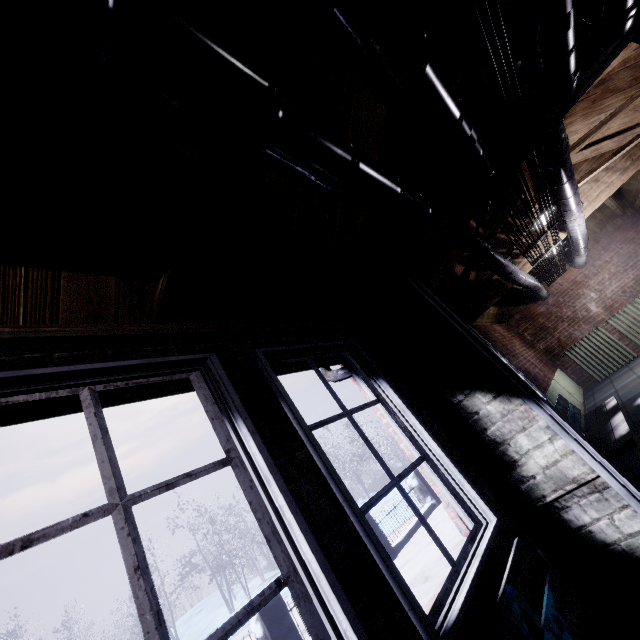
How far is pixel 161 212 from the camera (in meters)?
1.26

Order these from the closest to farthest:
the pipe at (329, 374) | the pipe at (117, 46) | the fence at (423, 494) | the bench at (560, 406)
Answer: the pipe at (117, 46), the pipe at (329, 374), the bench at (560, 406), the fence at (423, 494)

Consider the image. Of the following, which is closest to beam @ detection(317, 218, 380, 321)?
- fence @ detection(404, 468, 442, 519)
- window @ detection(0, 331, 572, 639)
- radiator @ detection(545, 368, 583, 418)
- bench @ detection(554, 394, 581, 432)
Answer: window @ detection(0, 331, 572, 639)

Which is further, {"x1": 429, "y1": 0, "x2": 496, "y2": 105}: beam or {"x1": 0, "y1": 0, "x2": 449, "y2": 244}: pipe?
{"x1": 429, "y1": 0, "x2": 496, "y2": 105}: beam

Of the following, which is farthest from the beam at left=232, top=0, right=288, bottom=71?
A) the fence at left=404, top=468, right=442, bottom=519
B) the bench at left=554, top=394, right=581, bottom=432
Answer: the fence at left=404, top=468, right=442, bottom=519

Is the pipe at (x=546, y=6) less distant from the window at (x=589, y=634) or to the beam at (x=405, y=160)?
the beam at (x=405, y=160)

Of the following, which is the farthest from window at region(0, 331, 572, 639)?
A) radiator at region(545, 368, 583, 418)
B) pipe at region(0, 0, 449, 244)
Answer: pipe at region(0, 0, 449, 244)

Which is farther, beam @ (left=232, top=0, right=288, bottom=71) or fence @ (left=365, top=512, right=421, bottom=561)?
fence @ (left=365, top=512, right=421, bottom=561)
